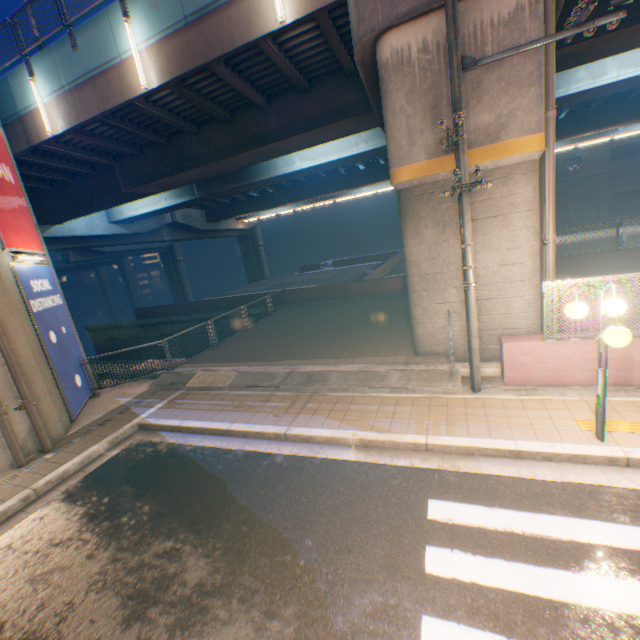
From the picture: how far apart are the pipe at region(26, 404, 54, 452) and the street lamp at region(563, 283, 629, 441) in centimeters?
1091cm

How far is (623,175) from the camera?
37.8m

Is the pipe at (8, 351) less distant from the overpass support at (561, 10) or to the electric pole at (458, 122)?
the overpass support at (561, 10)

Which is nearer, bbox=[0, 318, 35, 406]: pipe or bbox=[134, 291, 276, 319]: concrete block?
bbox=[0, 318, 35, 406]: pipe

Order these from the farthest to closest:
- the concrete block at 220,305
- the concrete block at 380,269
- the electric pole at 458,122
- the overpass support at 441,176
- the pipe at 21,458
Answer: the concrete block at 220,305
the concrete block at 380,269
the overpass support at 441,176
the pipe at 21,458
the electric pole at 458,122

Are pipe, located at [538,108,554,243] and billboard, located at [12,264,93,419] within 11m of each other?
no

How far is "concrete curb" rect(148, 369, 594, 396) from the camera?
6.7 meters

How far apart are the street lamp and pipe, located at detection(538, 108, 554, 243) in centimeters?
316cm
